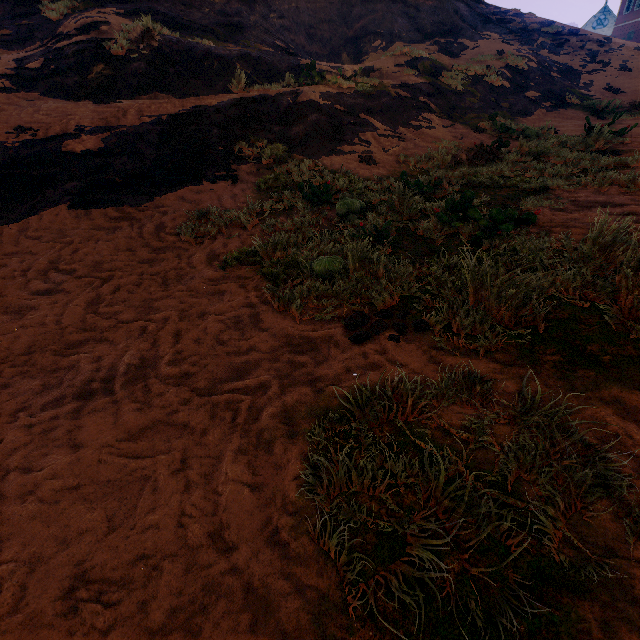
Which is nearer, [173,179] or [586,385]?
[586,385]

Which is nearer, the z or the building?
the z

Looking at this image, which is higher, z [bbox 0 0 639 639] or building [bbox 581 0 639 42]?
building [bbox 581 0 639 42]

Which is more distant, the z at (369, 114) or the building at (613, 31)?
the building at (613, 31)

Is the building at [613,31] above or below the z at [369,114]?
above
